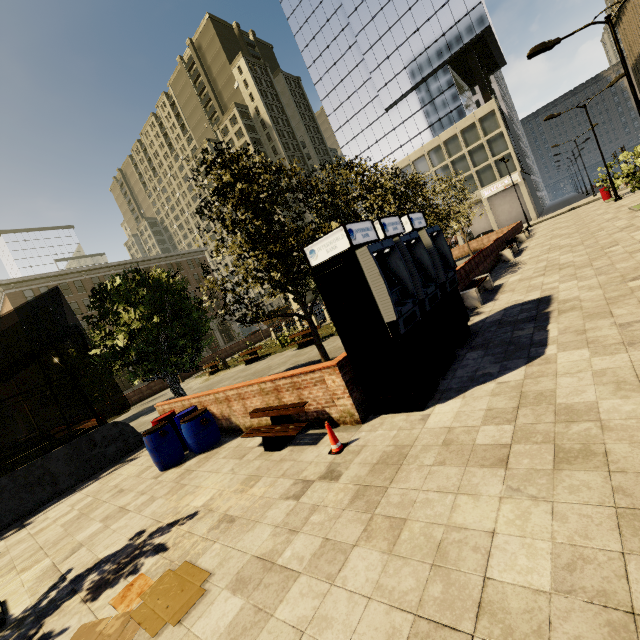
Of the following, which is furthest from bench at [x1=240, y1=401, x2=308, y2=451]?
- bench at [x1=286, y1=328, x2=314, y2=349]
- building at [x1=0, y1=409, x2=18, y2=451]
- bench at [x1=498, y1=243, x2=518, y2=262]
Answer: building at [x1=0, y1=409, x2=18, y2=451]

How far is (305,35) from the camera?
55.9 meters

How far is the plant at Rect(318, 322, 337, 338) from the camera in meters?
18.6 m

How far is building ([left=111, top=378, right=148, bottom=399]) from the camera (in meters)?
46.26

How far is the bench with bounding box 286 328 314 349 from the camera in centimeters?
1838cm

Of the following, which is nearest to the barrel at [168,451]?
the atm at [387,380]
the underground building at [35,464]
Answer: the underground building at [35,464]

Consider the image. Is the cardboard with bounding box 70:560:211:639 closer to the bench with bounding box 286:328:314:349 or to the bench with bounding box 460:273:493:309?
the bench with bounding box 460:273:493:309

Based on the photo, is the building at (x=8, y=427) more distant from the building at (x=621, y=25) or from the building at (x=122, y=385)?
the building at (x=621, y=25)
